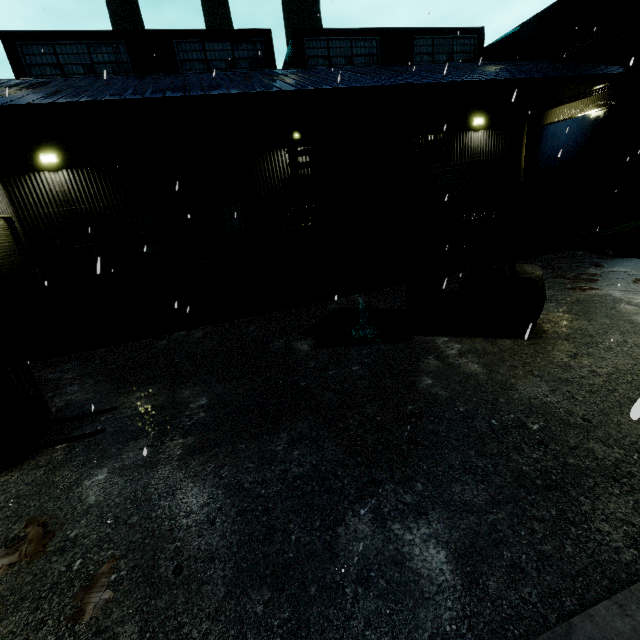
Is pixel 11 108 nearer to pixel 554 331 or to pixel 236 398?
pixel 236 398

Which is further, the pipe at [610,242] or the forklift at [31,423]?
the pipe at [610,242]

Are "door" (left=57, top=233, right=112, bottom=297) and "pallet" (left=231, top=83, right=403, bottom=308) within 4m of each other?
no

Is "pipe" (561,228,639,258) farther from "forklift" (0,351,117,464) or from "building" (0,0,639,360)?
"forklift" (0,351,117,464)

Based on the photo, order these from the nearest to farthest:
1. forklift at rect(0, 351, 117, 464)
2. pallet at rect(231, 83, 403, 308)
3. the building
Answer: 1. forklift at rect(0, 351, 117, 464)
2. pallet at rect(231, 83, 403, 308)
3. the building

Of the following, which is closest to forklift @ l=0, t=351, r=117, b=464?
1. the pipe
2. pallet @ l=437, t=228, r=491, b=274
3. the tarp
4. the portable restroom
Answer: Answer: the portable restroom

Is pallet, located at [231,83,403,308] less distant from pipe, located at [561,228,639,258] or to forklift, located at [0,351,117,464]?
forklift, located at [0,351,117,464]

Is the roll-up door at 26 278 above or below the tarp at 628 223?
above
